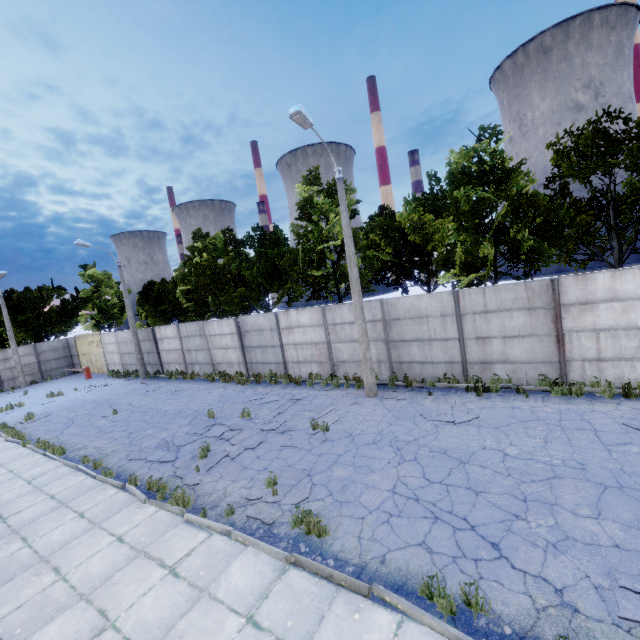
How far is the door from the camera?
29.5m

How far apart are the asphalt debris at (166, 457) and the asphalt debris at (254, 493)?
3.3m

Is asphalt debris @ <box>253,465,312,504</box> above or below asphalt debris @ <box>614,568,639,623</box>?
above

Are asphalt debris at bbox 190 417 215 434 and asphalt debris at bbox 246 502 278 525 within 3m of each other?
no

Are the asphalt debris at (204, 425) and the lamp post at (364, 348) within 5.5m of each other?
no

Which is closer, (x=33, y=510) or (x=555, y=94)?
(x=33, y=510)

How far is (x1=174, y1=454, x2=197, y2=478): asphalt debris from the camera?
9.1 meters

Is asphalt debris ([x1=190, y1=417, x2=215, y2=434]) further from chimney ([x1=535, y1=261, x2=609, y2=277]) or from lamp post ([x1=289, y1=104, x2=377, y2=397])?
chimney ([x1=535, y1=261, x2=609, y2=277])
